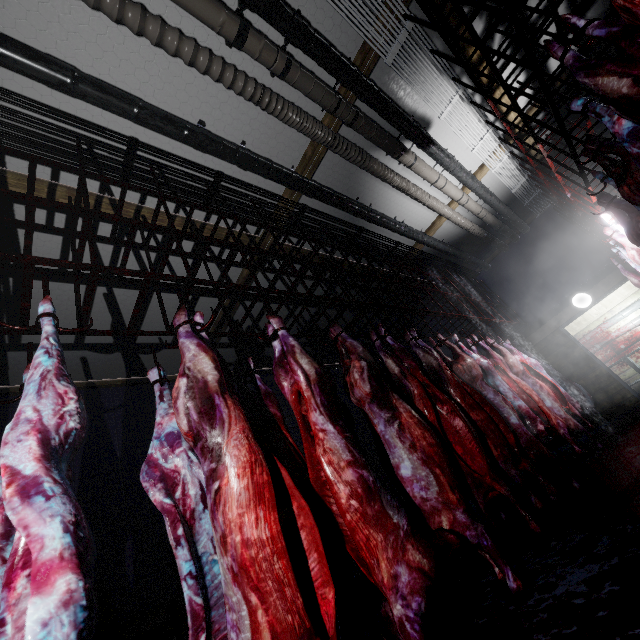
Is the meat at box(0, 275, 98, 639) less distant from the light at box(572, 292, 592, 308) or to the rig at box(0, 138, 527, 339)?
the rig at box(0, 138, 527, 339)

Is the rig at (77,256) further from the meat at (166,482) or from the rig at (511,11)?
the rig at (511,11)

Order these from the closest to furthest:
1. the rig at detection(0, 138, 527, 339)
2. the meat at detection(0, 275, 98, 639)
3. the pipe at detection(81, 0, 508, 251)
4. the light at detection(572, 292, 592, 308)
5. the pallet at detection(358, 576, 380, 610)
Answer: the meat at detection(0, 275, 98, 639)
the rig at detection(0, 138, 527, 339)
the pipe at detection(81, 0, 508, 251)
the pallet at detection(358, 576, 380, 610)
the light at detection(572, 292, 592, 308)

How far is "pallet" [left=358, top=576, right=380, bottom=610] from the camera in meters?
3.5

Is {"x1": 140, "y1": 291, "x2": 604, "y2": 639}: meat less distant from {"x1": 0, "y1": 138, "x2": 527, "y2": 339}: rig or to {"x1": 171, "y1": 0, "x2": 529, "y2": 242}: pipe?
{"x1": 0, "y1": 138, "x2": 527, "y2": 339}: rig

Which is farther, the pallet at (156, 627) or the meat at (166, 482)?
the pallet at (156, 627)

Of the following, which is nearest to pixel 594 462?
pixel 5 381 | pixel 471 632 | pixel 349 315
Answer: pixel 471 632

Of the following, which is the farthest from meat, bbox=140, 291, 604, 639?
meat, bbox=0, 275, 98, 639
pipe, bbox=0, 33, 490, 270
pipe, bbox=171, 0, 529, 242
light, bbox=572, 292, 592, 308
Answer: light, bbox=572, 292, 592, 308
